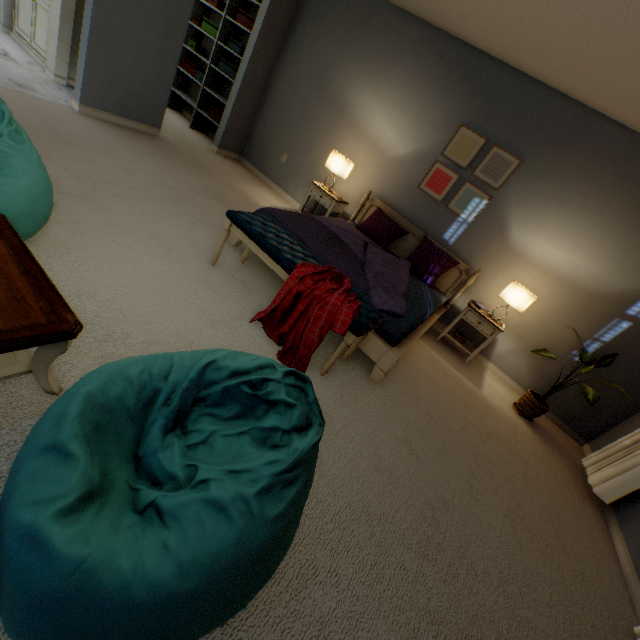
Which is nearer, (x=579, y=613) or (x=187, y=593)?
(x=187, y=593)

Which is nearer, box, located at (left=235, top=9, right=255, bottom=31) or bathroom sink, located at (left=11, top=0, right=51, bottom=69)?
bathroom sink, located at (left=11, top=0, right=51, bottom=69)

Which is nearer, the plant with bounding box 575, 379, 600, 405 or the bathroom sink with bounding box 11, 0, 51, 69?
the plant with bounding box 575, 379, 600, 405

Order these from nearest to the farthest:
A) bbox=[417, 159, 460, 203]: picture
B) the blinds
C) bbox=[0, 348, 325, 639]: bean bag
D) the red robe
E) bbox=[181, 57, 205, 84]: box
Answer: bbox=[0, 348, 325, 639]: bean bag
the red robe
the blinds
bbox=[417, 159, 460, 203]: picture
bbox=[181, 57, 205, 84]: box

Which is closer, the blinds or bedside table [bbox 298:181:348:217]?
the blinds

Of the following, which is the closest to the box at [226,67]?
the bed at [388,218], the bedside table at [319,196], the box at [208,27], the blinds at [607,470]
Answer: the box at [208,27]

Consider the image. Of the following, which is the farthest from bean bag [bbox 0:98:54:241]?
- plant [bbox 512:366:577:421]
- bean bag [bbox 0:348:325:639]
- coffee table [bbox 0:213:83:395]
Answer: plant [bbox 512:366:577:421]

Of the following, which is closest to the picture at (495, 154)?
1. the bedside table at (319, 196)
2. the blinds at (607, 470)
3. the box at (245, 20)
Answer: the bedside table at (319, 196)
